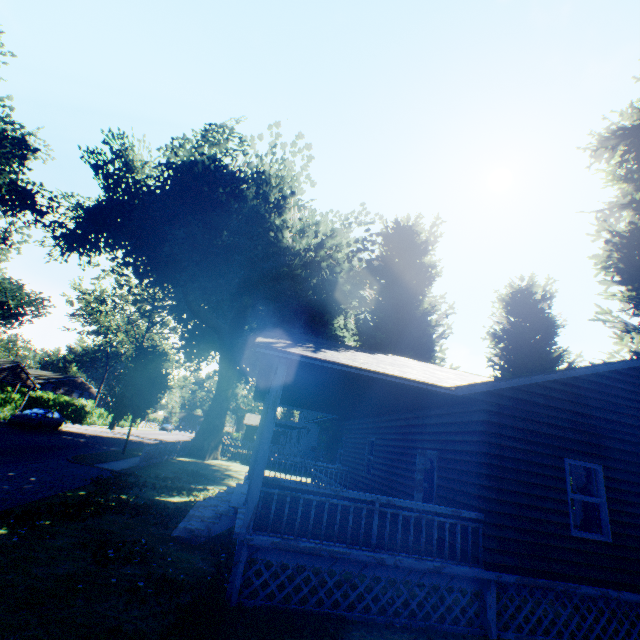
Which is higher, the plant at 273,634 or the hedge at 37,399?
the hedge at 37,399

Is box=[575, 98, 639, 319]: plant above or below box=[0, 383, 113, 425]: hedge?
above

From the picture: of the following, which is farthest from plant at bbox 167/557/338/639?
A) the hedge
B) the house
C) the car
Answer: the car

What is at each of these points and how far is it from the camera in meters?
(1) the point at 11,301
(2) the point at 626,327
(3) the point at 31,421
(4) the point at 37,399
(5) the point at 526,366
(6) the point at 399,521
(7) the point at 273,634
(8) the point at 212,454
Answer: (1) plant, 45.4
(2) plant, 16.1
(3) car, 25.6
(4) hedge, 43.7
(5) plant, 21.3
(6) house, 6.5
(7) plant, 4.9
(8) plant, 28.9

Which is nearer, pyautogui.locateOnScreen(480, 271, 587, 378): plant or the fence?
the fence

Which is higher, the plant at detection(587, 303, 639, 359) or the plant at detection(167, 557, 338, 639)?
the plant at detection(587, 303, 639, 359)

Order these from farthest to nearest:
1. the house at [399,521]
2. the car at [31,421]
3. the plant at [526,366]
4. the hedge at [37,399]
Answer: the hedge at [37,399] < the car at [31,421] < the plant at [526,366] < the house at [399,521]
